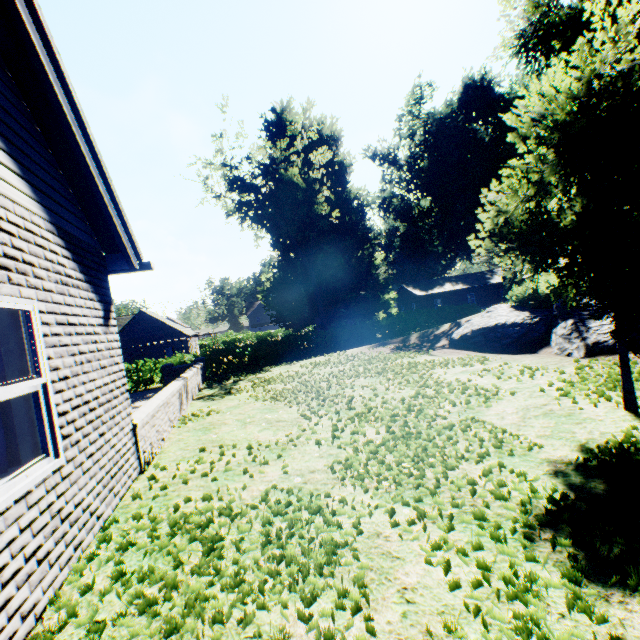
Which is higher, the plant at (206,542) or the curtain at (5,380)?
the curtain at (5,380)

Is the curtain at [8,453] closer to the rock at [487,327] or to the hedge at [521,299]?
the rock at [487,327]

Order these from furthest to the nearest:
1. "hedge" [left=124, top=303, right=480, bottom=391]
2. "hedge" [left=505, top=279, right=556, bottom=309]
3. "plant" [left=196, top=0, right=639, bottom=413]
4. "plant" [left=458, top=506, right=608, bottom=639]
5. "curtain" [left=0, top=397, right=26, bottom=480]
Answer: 1. "hedge" [left=124, top=303, right=480, bottom=391]
2. "hedge" [left=505, top=279, right=556, bottom=309]
3. "plant" [left=196, top=0, right=639, bottom=413]
4. "curtain" [left=0, top=397, right=26, bottom=480]
5. "plant" [left=458, top=506, right=608, bottom=639]

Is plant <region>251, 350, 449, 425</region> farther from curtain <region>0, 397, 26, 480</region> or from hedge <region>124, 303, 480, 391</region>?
curtain <region>0, 397, 26, 480</region>

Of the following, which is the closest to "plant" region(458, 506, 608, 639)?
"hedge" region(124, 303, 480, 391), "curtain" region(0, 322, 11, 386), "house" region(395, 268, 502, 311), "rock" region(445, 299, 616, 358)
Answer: "rock" region(445, 299, 616, 358)

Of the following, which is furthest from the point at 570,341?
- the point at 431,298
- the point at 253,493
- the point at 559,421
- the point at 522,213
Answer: the point at 431,298

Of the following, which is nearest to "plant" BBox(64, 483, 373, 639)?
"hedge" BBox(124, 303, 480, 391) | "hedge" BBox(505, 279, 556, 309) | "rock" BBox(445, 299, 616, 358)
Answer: "rock" BBox(445, 299, 616, 358)

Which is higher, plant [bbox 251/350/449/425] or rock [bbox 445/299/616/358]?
rock [bbox 445/299/616/358]
